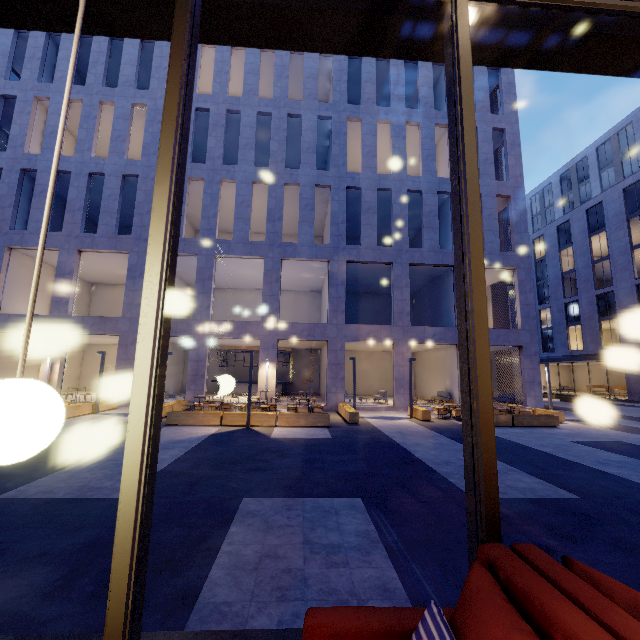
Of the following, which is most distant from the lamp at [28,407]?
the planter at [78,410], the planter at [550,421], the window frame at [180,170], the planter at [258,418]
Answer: the planter at [78,410]

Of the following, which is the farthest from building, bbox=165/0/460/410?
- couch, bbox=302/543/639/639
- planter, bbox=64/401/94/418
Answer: couch, bbox=302/543/639/639

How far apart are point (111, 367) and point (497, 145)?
34.33m

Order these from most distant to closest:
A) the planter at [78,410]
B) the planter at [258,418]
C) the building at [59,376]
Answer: the building at [59,376] → the planter at [78,410] → the planter at [258,418]

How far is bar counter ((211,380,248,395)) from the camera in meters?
23.7 m

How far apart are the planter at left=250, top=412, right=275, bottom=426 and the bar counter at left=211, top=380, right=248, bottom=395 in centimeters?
1161cm

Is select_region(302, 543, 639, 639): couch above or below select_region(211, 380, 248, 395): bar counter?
above
